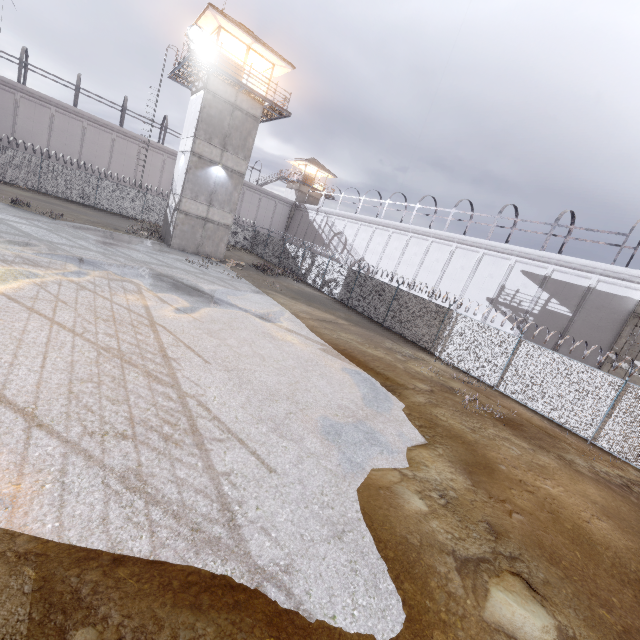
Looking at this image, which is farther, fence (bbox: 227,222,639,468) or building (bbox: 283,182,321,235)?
building (bbox: 283,182,321,235)

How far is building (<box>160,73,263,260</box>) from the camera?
21.8 meters

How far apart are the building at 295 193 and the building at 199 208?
23.62m

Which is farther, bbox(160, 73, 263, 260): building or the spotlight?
bbox(160, 73, 263, 260): building

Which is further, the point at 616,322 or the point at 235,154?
the point at 235,154

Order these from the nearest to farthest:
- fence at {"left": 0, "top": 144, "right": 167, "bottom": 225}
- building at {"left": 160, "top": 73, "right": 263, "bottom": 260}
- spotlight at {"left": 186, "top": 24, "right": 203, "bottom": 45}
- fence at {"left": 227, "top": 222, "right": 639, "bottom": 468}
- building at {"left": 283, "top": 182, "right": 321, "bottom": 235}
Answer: fence at {"left": 227, "top": 222, "right": 639, "bottom": 468}
spotlight at {"left": 186, "top": 24, "right": 203, "bottom": 45}
building at {"left": 160, "top": 73, "right": 263, "bottom": 260}
fence at {"left": 0, "top": 144, "right": 167, "bottom": 225}
building at {"left": 283, "top": 182, "right": 321, "bottom": 235}

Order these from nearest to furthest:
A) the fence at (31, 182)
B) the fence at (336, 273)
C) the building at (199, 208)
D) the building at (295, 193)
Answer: the fence at (336, 273) < the building at (199, 208) < the fence at (31, 182) < the building at (295, 193)

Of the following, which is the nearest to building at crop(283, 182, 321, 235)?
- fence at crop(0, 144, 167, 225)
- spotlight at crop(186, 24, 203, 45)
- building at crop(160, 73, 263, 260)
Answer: fence at crop(0, 144, 167, 225)
